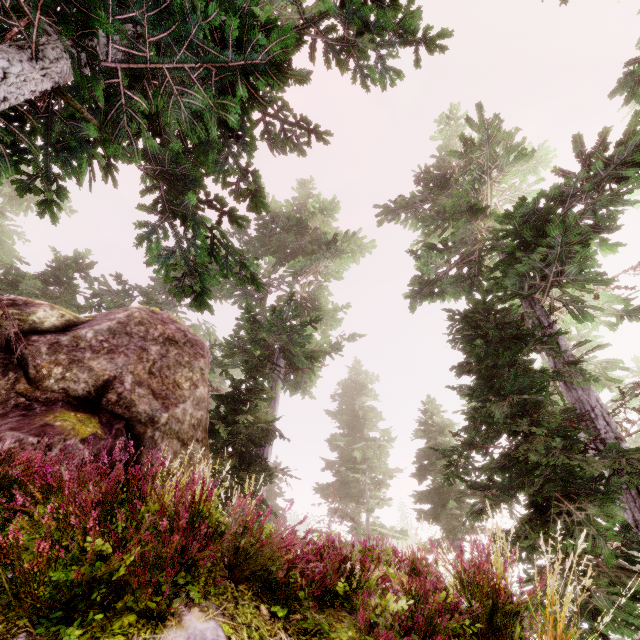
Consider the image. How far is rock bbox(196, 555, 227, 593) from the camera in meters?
2.5 m

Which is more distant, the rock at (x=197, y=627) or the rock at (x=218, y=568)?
the rock at (x=218, y=568)

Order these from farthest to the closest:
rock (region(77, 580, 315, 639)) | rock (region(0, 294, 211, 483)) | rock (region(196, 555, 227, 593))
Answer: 1. rock (region(0, 294, 211, 483))
2. rock (region(196, 555, 227, 593))
3. rock (region(77, 580, 315, 639))

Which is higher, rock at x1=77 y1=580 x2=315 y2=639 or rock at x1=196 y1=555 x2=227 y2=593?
rock at x1=196 y1=555 x2=227 y2=593

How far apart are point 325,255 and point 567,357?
10.3m

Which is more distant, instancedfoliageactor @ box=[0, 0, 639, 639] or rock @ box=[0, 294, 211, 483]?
rock @ box=[0, 294, 211, 483]

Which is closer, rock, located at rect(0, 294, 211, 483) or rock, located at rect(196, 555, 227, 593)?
rock, located at rect(196, 555, 227, 593)

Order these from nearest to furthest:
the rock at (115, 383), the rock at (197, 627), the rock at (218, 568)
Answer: the rock at (197, 627) → the rock at (218, 568) → the rock at (115, 383)
